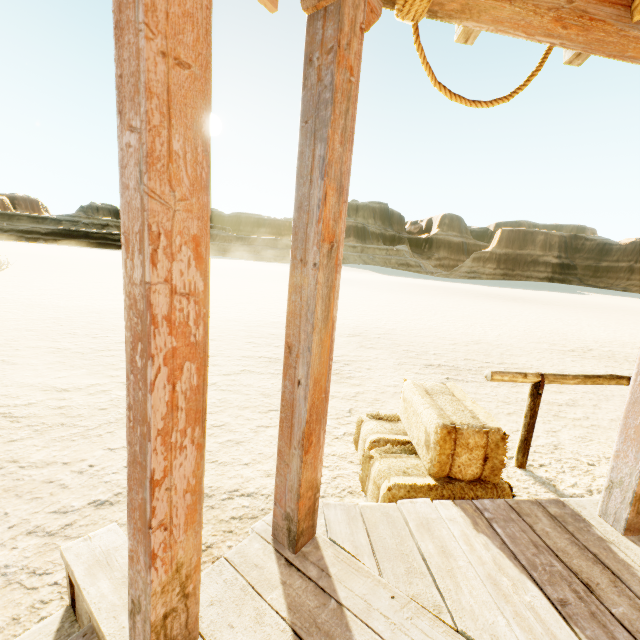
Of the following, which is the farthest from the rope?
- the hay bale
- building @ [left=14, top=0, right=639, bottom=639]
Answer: the hay bale

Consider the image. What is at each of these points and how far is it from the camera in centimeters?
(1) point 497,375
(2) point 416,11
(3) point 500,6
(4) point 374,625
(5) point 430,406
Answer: (1) hitch post, 307cm
(2) rope, 141cm
(3) building, 137cm
(4) building, 135cm
(5) hay bale, 258cm

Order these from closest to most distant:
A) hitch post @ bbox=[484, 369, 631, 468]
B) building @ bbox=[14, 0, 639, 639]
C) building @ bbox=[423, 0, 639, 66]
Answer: building @ bbox=[14, 0, 639, 639] → building @ bbox=[423, 0, 639, 66] → hitch post @ bbox=[484, 369, 631, 468]

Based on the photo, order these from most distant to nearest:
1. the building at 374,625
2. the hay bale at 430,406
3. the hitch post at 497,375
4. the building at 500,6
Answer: the hitch post at 497,375 → the hay bale at 430,406 → the building at 500,6 → the building at 374,625

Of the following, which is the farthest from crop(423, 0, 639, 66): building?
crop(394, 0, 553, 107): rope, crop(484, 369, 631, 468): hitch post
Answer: crop(484, 369, 631, 468): hitch post

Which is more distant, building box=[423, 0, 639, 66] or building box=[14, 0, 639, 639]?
building box=[423, 0, 639, 66]

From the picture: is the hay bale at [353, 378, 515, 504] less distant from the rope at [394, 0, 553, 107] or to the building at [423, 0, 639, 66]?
the building at [423, 0, 639, 66]

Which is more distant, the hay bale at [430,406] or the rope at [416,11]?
the hay bale at [430,406]
